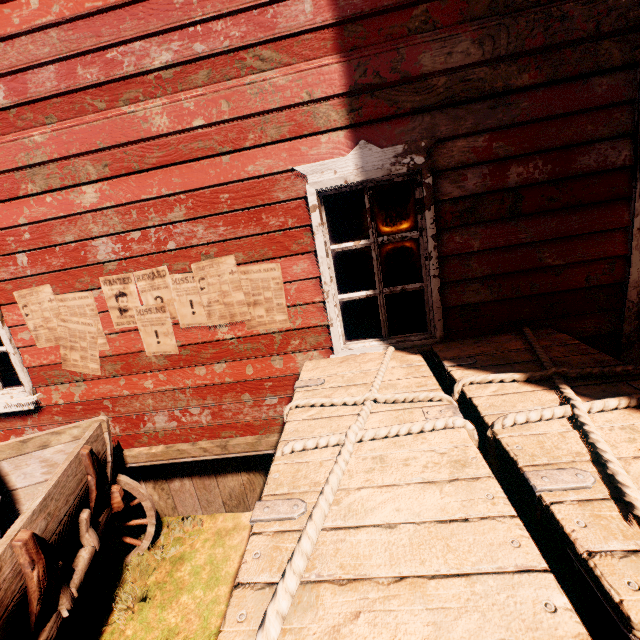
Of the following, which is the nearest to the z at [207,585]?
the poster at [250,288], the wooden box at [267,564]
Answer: the wooden box at [267,564]

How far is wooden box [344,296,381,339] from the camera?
3.22m

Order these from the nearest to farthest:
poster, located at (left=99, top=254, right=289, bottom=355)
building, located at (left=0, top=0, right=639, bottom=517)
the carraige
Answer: the carraige < building, located at (left=0, top=0, right=639, bottom=517) < poster, located at (left=99, top=254, right=289, bottom=355)

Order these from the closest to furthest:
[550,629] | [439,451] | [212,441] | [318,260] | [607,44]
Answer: [550,629], [439,451], [607,44], [318,260], [212,441]

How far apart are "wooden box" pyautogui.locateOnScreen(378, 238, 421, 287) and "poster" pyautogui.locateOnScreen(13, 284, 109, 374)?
2.3m

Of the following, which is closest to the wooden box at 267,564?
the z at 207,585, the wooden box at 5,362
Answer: the z at 207,585

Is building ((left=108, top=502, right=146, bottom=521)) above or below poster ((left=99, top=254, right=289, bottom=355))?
below
